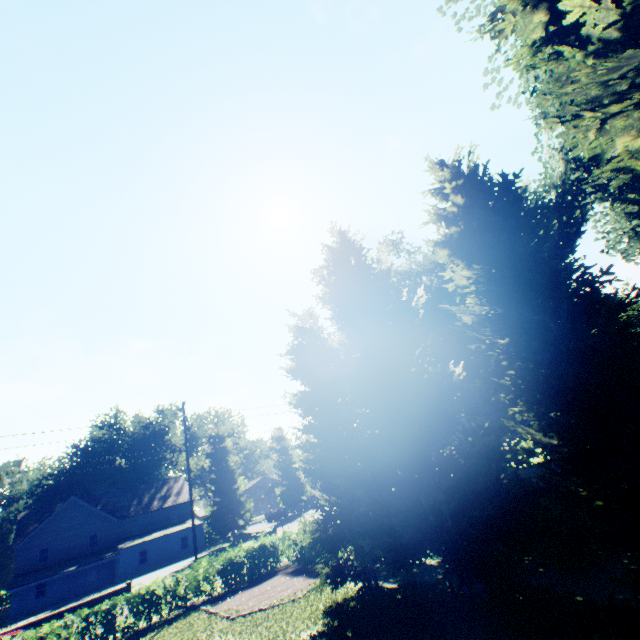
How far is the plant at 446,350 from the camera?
28.8m

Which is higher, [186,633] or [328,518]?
[328,518]

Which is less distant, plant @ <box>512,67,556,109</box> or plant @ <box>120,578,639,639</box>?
plant @ <box>120,578,639,639</box>

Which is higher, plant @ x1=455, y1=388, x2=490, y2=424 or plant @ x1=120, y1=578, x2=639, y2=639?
plant @ x1=455, y1=388, x2=490, y2=424

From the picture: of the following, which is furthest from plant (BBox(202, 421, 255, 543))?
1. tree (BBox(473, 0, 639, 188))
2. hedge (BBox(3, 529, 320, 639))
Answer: hedge (BBox(3, 529, 320, 639))

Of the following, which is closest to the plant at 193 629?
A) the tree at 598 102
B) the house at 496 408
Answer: the tree at 598 102

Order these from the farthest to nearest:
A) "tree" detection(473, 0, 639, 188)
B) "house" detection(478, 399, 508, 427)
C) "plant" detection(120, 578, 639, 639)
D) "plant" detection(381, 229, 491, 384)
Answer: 1. "plant" detection(381, 229, 491, 384)
2. "house" detection(478, 399, 508, 427)
3. "plant" detection(120, 578, 639, 639)
4. "tree" detection(473, 0, 639, 188)

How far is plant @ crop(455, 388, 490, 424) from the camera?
27.42m
